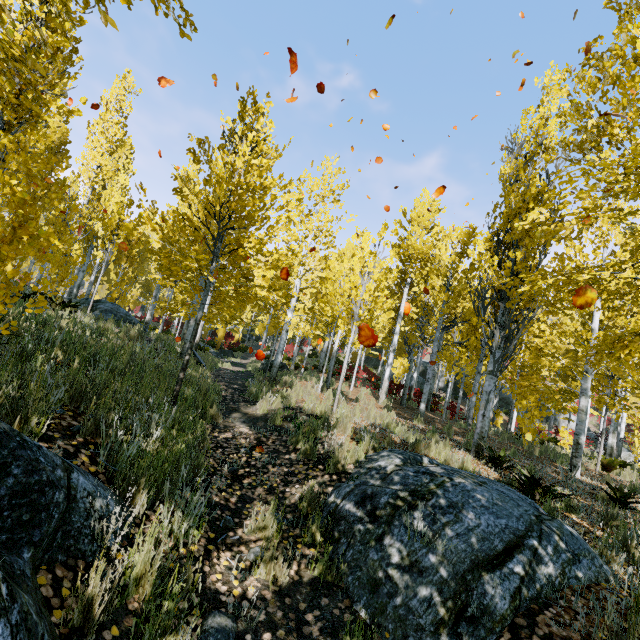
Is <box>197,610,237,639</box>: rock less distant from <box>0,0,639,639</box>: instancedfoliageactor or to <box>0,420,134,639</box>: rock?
<box>0,0,639,639</box>: instancedfoliageactor

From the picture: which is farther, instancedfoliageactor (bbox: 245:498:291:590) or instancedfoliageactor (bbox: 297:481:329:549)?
instancedfoliageactor (bbox: 297:481:329:549)

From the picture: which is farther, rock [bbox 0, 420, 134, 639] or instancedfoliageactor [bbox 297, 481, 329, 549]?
instancedfoliageactor [bbox 297, 481, 329, 549]

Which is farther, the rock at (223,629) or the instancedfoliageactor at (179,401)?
the instancedfoliageactor at (179,401)

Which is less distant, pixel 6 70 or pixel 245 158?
pixel 6 70

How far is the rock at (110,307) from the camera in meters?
12.1

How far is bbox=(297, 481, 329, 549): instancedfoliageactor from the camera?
3.22m
